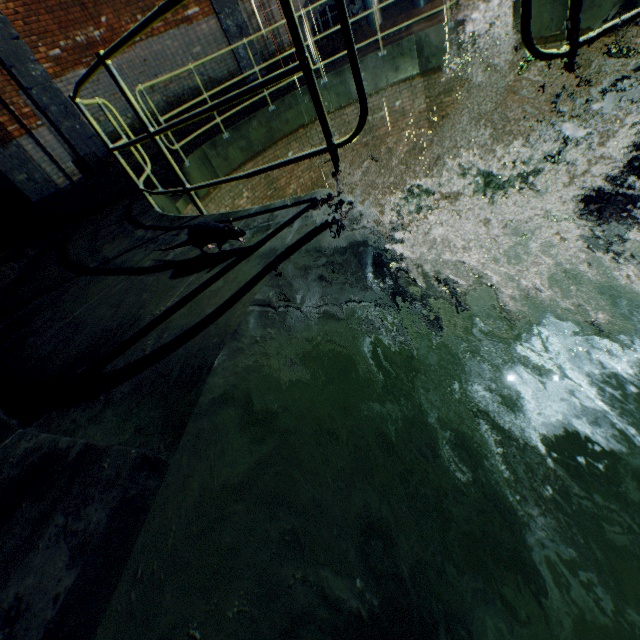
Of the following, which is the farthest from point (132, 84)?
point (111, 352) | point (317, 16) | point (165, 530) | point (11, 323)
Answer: point (165, 530)

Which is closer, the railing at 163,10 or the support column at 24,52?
the railing at 163,10

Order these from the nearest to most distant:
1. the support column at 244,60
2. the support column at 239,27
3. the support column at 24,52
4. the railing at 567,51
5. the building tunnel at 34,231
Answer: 1. the railing at 567,51
2. the support column at 24,52
3. the building tunnel at 34,231
4. the support column at 239,27
5. the support column at 244,60

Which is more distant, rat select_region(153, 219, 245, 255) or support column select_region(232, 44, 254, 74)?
support column select_region(232, 44, 254, 74)

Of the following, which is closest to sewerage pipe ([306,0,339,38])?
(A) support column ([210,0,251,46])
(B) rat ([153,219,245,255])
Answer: (A) support column ([210,0,251,46])

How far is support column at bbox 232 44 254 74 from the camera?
9.4m

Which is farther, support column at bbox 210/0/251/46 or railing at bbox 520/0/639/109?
support column at bbox 210/0/251/46

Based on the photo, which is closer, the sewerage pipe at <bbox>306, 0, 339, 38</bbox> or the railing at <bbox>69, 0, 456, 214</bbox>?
the railing at <bbox>69, 0, 456, 214</bbox>
